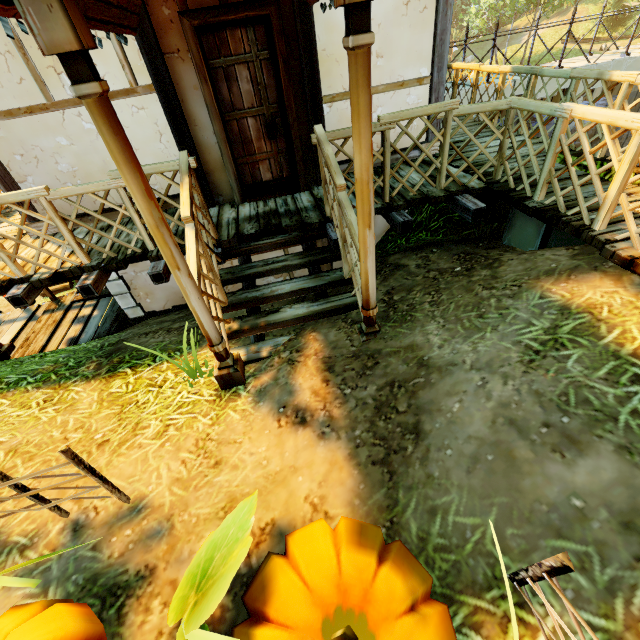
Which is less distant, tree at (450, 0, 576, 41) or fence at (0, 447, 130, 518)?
fence at (0, 447, 130, 518)

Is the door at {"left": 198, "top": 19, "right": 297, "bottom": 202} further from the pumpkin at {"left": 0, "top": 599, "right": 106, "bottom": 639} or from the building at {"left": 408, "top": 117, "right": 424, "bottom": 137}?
the pumpkin at {"left": 0, "top": 599, "right": 106, "bottom": 639}

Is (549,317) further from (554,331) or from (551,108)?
(551,108)

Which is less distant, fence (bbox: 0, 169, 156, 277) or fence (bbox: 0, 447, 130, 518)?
fence (bbox: 0, 447, 130, 518)

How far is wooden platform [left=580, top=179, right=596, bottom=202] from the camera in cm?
375

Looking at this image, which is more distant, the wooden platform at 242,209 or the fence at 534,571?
the wooden platform at 242,209

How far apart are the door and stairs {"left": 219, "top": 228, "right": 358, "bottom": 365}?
1.13m

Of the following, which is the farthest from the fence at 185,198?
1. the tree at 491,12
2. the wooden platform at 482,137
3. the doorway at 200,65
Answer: the tree at 491,12
